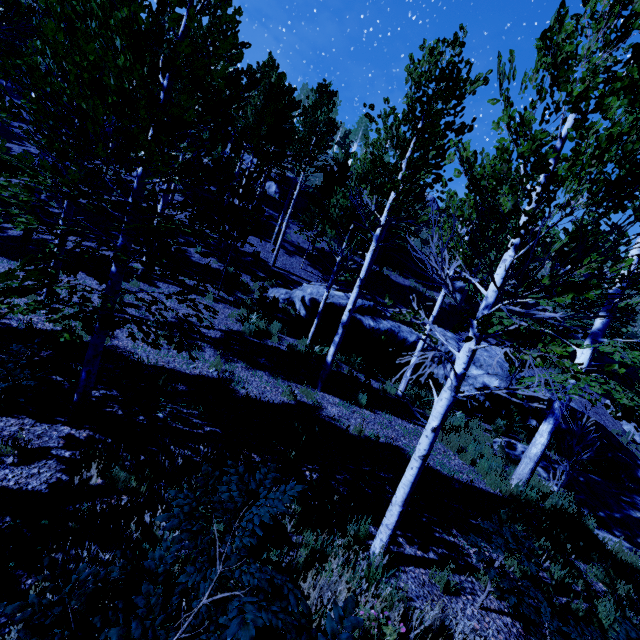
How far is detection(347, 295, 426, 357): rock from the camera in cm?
1524

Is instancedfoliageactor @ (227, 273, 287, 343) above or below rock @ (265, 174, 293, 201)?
below

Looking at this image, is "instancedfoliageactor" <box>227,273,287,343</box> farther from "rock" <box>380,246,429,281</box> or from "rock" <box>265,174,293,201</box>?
"rock" <box>265,174,293,201</box>

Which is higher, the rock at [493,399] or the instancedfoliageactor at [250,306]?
the instancedfoliageactor at [250,306]

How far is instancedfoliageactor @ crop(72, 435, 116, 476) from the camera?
3.42m

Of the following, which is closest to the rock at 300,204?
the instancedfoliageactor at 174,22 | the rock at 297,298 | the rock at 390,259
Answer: the rock at 390,259

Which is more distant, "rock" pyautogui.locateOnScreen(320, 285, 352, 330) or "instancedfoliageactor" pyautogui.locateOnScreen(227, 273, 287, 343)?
"rock" pyautogui.locateOnScreen(320, 285, 352, 330)

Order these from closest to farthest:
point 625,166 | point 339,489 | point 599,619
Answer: point 599,619 < point 339,489 < point 625,166
